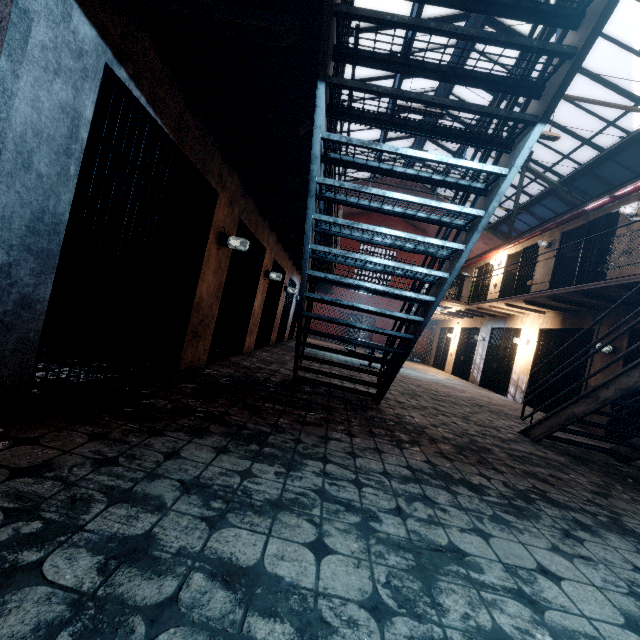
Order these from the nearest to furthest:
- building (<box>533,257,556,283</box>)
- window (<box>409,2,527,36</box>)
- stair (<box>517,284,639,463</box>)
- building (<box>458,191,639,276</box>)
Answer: stair (<box>517,284,639,463</box>)
building (<box>458,191,639,276</box>)
window (<box>409,2,527,36</box>)
building (<box>533,257,556,283</box>)

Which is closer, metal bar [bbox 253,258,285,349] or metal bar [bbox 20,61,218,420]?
metal bar [bbox 20,61,218,420]

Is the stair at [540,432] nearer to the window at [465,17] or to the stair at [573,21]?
the stair at [573,21]

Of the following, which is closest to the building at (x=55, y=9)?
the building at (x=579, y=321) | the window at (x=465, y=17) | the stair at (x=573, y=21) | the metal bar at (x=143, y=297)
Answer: the metal bar at (x=143, y=297)

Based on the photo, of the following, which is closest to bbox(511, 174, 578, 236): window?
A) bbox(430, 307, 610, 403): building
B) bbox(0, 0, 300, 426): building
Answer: bbox(0, 0, 300, 426): building

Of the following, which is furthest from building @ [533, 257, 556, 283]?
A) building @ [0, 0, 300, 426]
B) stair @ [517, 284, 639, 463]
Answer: building @ [0, 0, 300, 426]

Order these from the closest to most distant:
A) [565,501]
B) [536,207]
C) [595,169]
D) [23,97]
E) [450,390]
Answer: [23,97] < [565,501] < [450,390] < [595,169] < [536,207]

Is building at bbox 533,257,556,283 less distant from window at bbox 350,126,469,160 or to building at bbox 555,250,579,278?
building at bbox 555,250,579,278
